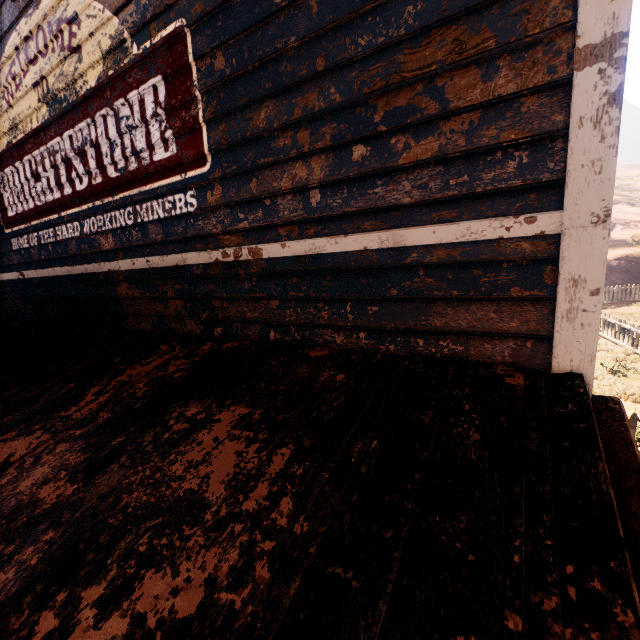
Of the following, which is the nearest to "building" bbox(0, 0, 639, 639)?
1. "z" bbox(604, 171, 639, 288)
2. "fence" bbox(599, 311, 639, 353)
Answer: "z" bbox(604, 171, 639, 288)

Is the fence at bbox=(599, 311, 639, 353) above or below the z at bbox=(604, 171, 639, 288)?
below

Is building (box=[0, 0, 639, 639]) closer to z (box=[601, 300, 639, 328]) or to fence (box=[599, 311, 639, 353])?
z (box=[601, 300, 639, 328])

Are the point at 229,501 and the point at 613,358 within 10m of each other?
no

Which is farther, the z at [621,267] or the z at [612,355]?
the z at [621,267]

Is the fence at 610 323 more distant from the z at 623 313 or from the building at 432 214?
the building at 432 214

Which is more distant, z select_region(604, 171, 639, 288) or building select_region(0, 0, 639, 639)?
z select_region(604, 171, 639, 288)
